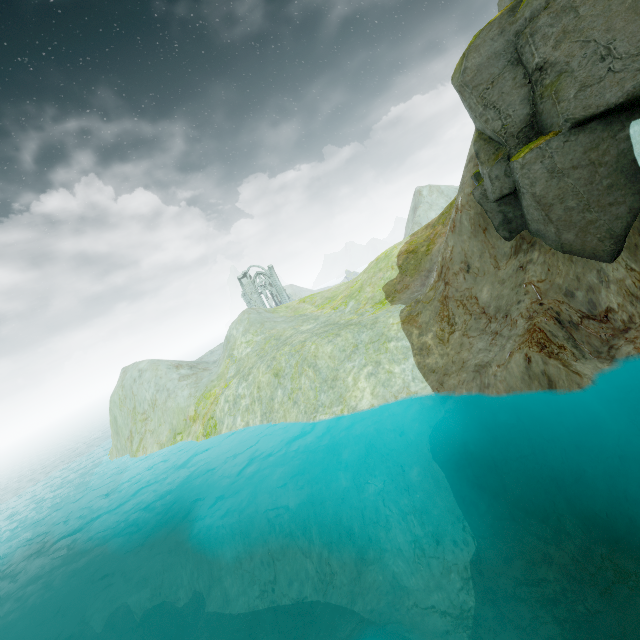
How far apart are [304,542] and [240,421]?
10.9 meters
